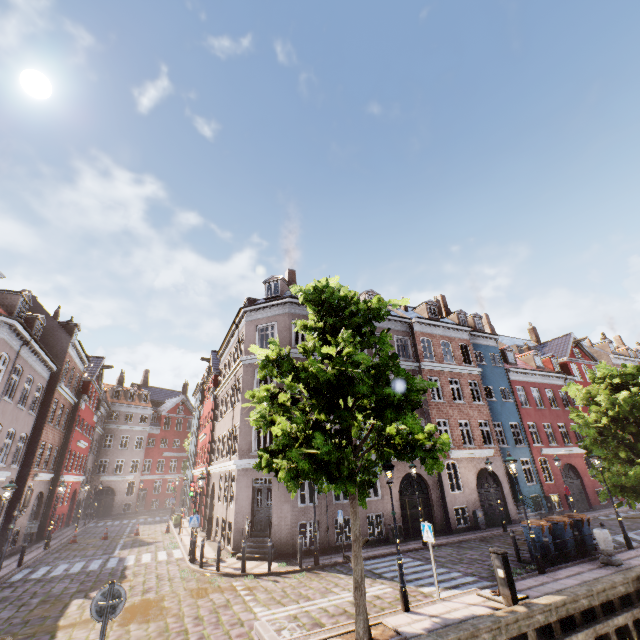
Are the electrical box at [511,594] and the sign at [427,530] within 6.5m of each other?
yes

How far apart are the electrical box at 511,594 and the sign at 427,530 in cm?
160

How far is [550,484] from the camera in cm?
2430

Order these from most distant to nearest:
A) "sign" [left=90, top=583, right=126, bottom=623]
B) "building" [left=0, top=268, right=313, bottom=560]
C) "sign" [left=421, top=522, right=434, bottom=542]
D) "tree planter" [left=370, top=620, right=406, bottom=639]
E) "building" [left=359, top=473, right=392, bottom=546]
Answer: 1. "building" [left=359, top=473, right=392, bottom=546]
2. "building" [left=0, top=268, right=313, bottom=560]
3. "sign" [left=421, top=522, right=434, bottom=542]
4. "tree planter" [left=370, top=620, right=406, bottom=639]
5. "sign" [left=90, top=583, right=126, bottom=623]

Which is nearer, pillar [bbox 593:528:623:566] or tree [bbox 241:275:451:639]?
tree [bbox 241:275:451:639]

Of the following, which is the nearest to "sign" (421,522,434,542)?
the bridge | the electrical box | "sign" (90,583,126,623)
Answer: the electrical box

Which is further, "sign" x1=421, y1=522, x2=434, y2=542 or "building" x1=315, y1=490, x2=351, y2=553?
"building" x1=315, y1=490, x2=351, y2=553

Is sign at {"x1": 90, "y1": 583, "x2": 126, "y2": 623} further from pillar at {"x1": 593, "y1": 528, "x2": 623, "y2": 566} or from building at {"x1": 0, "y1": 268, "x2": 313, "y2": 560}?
pillar at {"x1": 593, "y1": 528, "x2": 623, "y2": 566}
